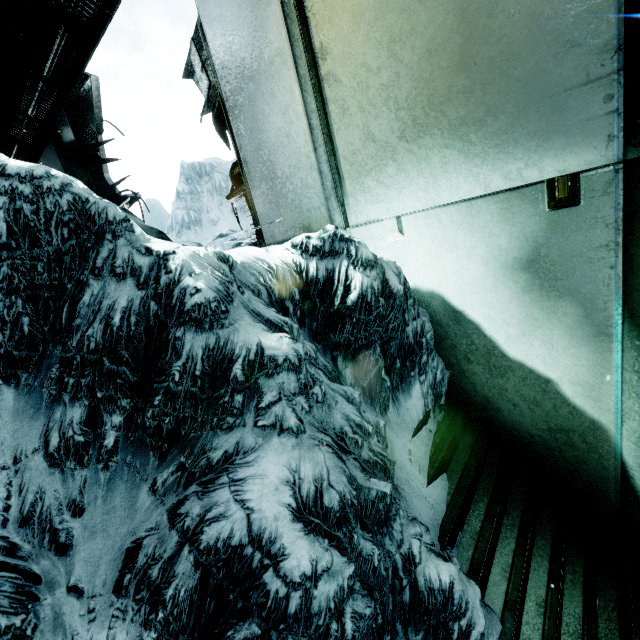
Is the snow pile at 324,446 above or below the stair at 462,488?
above

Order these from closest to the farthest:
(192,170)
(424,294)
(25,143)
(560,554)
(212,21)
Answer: (560,554), (424,294), (212,21), (25,143), (192,170)

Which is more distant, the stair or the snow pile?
the stair

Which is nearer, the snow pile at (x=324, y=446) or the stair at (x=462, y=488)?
the snow pile at (x=324, y=446)

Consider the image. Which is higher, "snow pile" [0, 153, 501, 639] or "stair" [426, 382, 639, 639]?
"snow pile" [0, 153, 501, 639]
